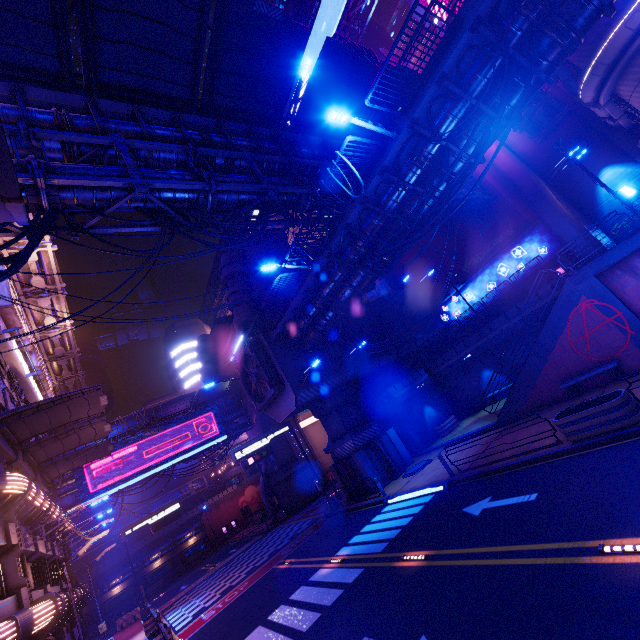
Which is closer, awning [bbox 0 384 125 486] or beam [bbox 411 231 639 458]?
beam [bbox 411 231 639 458]

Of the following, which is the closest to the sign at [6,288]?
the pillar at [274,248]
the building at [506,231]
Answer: the pillar at [274,248]

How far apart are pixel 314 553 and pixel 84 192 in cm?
1919

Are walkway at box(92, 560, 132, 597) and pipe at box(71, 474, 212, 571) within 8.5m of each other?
yes

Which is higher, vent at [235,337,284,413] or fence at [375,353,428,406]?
vent at [235,337,284,413]

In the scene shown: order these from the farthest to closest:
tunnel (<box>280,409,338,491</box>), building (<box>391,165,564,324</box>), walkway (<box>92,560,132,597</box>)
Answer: walkway (<box>92,560,132,597</box>)
tunnel (<box>280,409,338,491</box>)
building (<box>391,165,564,324</box>)

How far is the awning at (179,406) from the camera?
33.41m

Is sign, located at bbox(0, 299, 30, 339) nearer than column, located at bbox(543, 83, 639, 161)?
Yes
